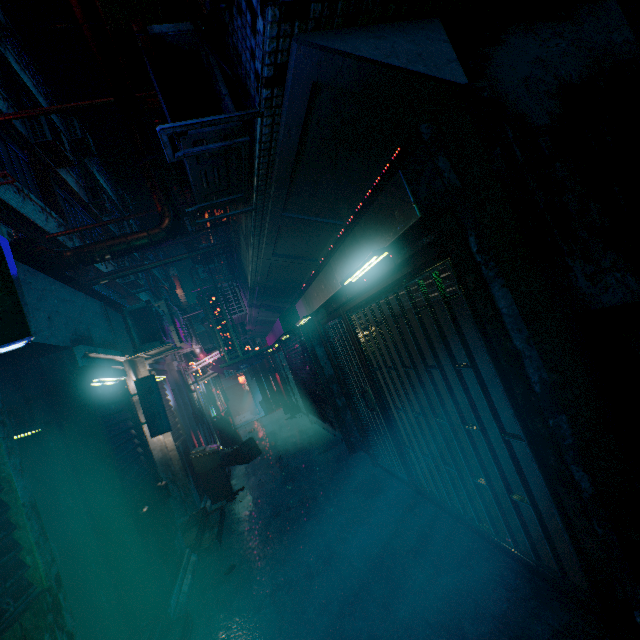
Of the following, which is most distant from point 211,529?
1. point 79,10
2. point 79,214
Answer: point 79,214

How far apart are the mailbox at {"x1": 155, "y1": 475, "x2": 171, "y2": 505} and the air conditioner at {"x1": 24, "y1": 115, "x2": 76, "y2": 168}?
9.7 meters

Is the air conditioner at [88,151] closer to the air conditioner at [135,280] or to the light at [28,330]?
the air conditioner at [135,280]

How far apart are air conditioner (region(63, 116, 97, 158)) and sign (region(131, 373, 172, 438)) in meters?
13.1 m

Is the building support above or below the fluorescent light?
above

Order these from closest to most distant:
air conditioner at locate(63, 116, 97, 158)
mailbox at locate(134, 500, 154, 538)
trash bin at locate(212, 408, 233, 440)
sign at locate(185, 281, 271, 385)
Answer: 1. mailbox at locate(134, 500, 154, 538)
2. sign at locate(185, 281, 271, 385)
3. trash bin at locate(212, 408, 233, 440)
4. air conditioner at locate(63, 116, 97, 158)

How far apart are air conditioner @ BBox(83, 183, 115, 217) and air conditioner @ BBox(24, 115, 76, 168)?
1.95m

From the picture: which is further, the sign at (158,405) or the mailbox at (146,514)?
the sign at (158,405)
